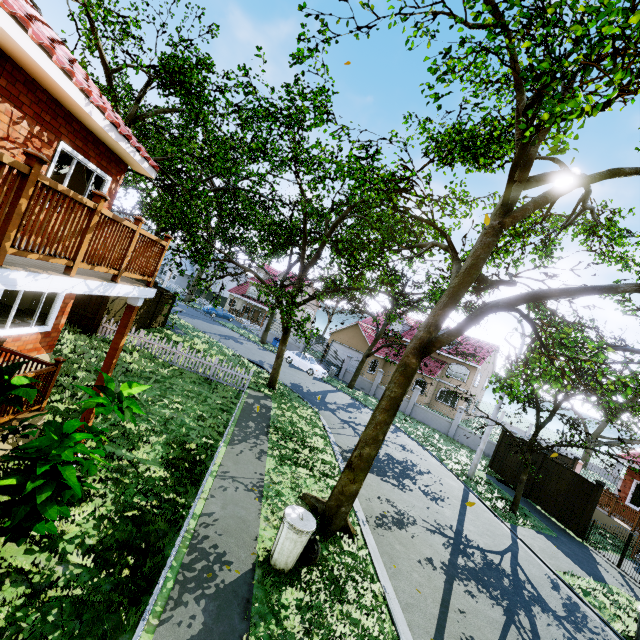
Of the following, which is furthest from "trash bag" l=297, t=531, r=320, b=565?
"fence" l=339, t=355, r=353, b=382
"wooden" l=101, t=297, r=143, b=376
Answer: Result: "fence" l=339, t=355, r=353, b=382

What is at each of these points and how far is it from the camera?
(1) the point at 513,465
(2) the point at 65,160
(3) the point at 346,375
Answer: (1) fence, 18.0 meters
(2) curtain, 7.1 meters
(3) fence, 31.4 meters

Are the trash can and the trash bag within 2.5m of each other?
yes

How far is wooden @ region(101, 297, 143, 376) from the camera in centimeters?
616cm

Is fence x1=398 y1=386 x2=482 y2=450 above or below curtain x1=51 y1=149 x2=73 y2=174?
below

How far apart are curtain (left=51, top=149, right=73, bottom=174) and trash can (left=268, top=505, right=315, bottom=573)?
8.2 meters

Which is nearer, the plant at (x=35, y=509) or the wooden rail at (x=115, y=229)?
the wooden rail at (x=115, y=229)

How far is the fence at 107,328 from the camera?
14.21m
